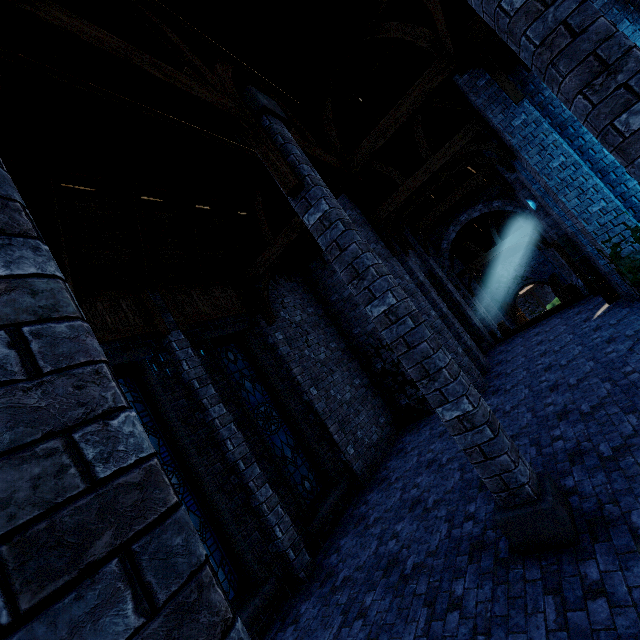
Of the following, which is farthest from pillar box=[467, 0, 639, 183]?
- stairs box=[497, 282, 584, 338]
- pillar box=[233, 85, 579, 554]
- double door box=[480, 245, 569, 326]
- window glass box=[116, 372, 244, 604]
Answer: double door box=[480, 245, 569, 326]

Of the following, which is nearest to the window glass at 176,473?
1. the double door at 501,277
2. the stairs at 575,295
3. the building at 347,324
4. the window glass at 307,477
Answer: the building at 347,324

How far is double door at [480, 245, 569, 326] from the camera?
23.14m

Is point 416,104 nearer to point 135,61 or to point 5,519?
point 135,61

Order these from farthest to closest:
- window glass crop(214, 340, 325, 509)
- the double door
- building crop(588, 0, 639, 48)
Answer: the double door
window glass crop(214, 340, 325, 509)
building crop(588, 0, 639, 48)

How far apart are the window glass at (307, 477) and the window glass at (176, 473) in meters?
1.9

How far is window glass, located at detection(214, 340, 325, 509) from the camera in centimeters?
796cm

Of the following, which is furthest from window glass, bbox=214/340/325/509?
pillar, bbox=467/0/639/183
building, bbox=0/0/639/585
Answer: pillar, bbox=467/0/639/183
